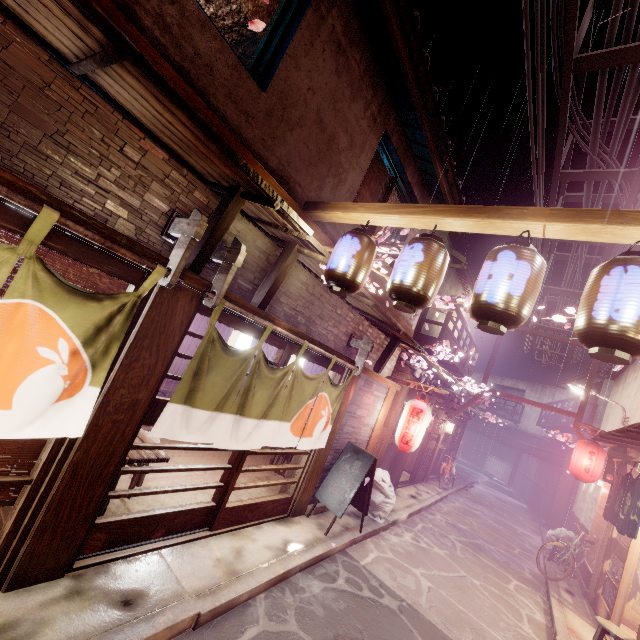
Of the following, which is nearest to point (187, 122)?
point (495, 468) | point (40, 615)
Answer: point (40, 615)

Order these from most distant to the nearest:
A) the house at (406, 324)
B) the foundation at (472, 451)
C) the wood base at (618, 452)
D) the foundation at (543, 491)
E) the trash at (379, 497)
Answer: the foundation at (472, 451)
the foundation at (543, 491)
the wood base at (618, 452)
the trash at (379, 497)
the house at (406, 324)

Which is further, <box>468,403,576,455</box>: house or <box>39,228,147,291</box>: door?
<box>468,403,576,455</box>: house

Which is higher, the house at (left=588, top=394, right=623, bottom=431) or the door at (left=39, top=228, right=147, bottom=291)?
the house at (left=588, top=394, right=623, bottom=431)

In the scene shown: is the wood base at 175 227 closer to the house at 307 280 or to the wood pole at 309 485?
the house at 307 280

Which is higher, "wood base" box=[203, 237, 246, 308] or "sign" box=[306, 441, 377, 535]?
"wood base" box=[203, 237, 246, 308]

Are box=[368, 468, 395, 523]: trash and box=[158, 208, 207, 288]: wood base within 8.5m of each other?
no

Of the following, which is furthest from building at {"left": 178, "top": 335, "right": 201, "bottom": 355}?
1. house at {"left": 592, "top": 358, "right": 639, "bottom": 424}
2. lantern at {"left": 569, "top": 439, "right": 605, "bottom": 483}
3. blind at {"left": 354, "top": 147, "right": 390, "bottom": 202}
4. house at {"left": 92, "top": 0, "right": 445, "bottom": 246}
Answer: lantern at {"left": 569, "top": 439, "right": 605, "bottom": 483}
